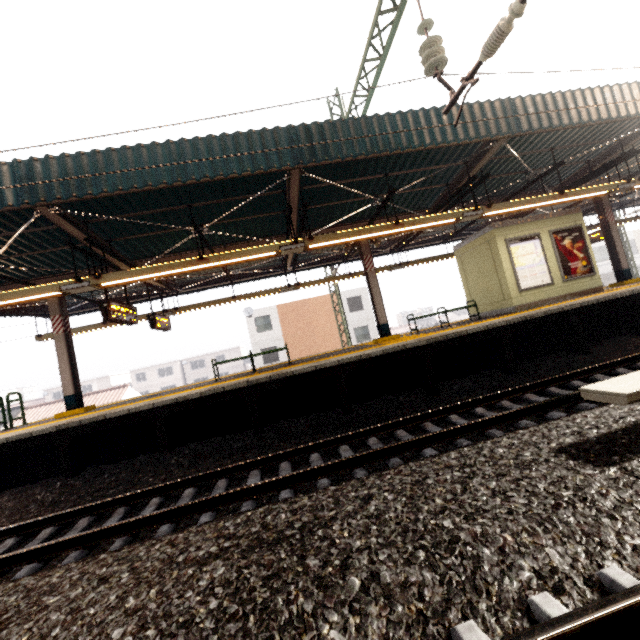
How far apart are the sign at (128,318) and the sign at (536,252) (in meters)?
11.62

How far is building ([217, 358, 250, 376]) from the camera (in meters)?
53.56

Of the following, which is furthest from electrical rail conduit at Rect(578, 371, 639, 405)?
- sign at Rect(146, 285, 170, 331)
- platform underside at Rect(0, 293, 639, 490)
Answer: sign at Rect(146, 285, 170, 331)

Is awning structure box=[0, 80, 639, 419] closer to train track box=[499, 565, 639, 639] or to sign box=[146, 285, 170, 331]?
sign box=[146, 285, 170, 331]

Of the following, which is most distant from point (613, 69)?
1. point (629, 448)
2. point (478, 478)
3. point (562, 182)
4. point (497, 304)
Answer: point (478, 478)

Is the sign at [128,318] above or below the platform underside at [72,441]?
above

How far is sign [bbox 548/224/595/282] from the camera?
10.64m

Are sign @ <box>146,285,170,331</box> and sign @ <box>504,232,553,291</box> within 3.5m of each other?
no
